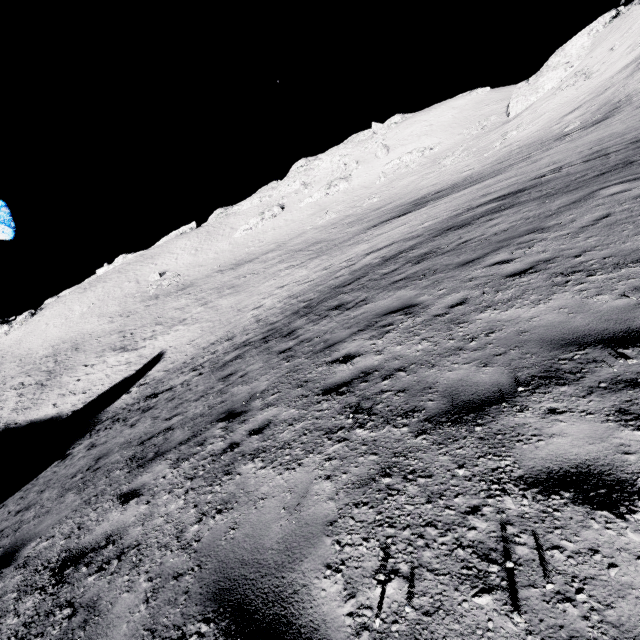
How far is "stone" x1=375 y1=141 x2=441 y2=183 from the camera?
56.7 meters

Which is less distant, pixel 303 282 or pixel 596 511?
pixel 596 511

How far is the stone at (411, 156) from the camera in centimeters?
5666cm
